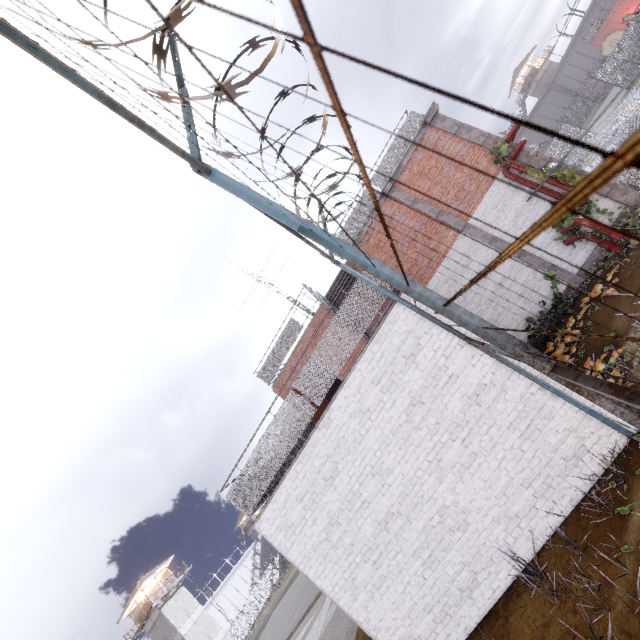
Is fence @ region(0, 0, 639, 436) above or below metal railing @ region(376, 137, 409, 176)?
below

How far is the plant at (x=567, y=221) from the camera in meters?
8.6 m

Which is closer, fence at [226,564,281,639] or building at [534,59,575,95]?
fence at [226,564,281,639]

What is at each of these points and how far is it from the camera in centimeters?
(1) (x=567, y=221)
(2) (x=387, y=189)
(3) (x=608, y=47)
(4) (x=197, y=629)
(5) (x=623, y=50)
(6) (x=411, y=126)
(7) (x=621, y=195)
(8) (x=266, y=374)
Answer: (1) plant, 870cm
(2) trim, 1180cm
(3) basketball hoop, 2269cm
(4) building, 4009cm
(5) fence, 2681cm
(6) metal railing, 1186cm
(7) trim, 980cm
(8) metal railing, 1354cm

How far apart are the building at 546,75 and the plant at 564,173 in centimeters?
7145cm

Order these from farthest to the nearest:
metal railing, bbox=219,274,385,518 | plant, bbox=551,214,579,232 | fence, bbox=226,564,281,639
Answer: fence, bbox=226,564,281,639, plant, bbox=551,214,579,232, metal railing, bbox=219,274,385,518

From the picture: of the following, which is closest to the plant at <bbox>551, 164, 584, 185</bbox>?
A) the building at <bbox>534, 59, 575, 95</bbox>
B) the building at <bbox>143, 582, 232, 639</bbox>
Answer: the building at <bbox>143, 582, 232, 639</bbox>

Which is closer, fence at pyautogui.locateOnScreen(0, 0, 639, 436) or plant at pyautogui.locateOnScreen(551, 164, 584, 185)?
fence at pyautogui.locateOnScreen(0, 0, 639, 436)
